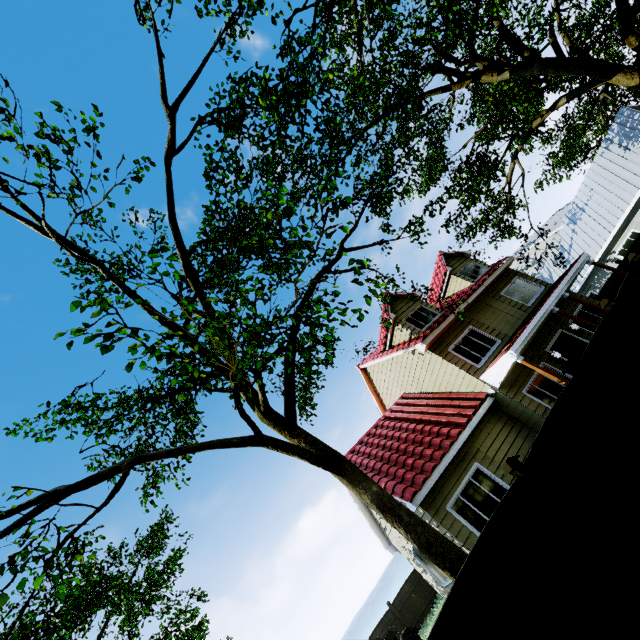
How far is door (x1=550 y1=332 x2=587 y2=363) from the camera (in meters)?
12.95

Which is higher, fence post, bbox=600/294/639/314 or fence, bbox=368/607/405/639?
fence post, bbox=600/294/639/314

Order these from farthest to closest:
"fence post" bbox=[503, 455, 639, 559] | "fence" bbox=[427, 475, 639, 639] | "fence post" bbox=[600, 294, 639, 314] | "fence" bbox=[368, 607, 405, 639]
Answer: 1. "fence" bbox=[368, 607, 405, 639]
2. "fence post" bbox=[600, 294, 639, 314]
3. "fence post" bbox=[503, 455, 639, 559]
4. "fence" bbox=[427, 475, 639, 639]

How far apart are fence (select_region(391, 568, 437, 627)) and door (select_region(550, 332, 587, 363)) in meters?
16.8

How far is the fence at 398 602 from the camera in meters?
19.1 m

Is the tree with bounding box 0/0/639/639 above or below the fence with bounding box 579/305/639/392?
above

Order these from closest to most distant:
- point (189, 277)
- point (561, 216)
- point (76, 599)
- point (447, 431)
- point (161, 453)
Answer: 1. point (76, 599)
2. point (161, 453)
3. point (189, 277)
4. point (447, 431)
5. point (561, 216)

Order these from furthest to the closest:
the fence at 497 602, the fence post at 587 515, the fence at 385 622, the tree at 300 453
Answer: the fence at 385 622
the tree at 300 453
the fence post at 587 515
the fence at 497 602
